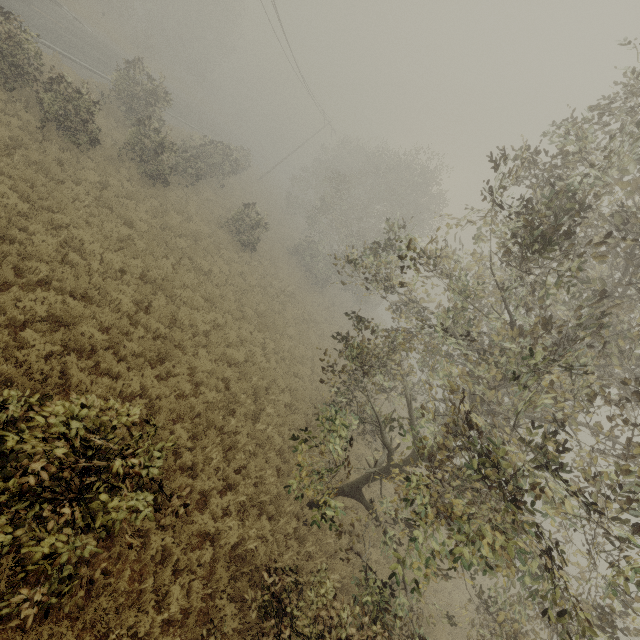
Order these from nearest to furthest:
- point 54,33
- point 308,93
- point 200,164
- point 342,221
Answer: point 54,33 → point 200,164 → point 342,221 → point 308,93

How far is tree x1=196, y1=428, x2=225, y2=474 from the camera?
8.2m

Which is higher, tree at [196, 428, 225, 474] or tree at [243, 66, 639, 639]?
tree at [243, 66, 639, 639]

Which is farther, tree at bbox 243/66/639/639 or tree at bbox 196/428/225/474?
tree at bbox 196/428/225/474

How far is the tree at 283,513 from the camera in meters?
8.7 m

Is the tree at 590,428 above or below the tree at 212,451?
above
